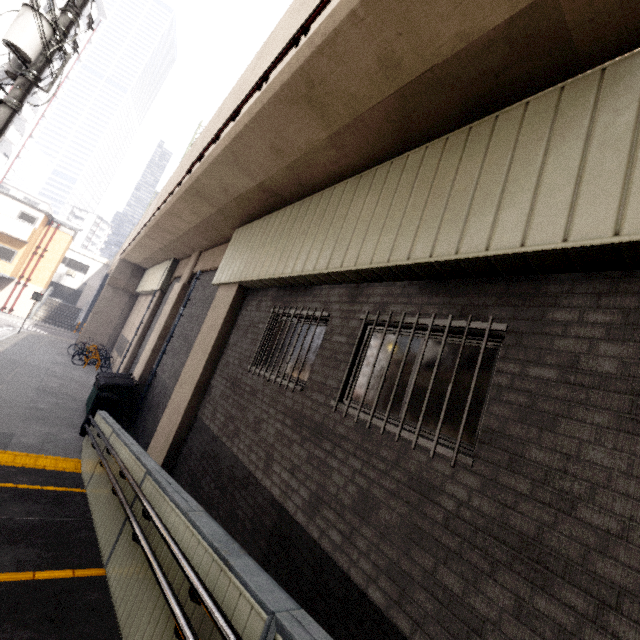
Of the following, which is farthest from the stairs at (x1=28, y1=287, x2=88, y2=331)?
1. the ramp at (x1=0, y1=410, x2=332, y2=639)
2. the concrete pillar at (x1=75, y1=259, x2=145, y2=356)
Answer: the ramp at (x1=0, y1=410, x2=332, y2=639)

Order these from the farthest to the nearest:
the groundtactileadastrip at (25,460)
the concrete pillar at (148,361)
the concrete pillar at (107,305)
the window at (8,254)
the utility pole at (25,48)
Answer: the window at (8,254)
the concrete pillar at (107,305)
the concrete pillar at (148,361)
the groundtactileadastrip at (25,460)
the utility pole at (25,48)

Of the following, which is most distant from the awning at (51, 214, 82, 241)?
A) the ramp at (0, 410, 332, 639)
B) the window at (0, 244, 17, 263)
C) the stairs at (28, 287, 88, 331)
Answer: the ramp at (0, 410, 332, 639)

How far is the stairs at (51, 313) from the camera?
30.6 meters

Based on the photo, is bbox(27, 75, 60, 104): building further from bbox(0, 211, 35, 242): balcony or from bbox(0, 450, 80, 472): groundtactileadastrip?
bbox(0, 450, 80, 472): groundtactileadastrip

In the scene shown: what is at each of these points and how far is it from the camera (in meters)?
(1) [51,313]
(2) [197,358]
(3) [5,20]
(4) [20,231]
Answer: (1) stairs, 31.94
(2) concrete pillar, 7.93
(3) building, 30.58
(4) balcony, 25.33

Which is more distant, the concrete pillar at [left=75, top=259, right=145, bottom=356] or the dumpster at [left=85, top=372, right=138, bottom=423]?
the concrete pillar at [left=75, top=259, right=145, bottom=356]

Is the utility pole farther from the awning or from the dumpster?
the awning
